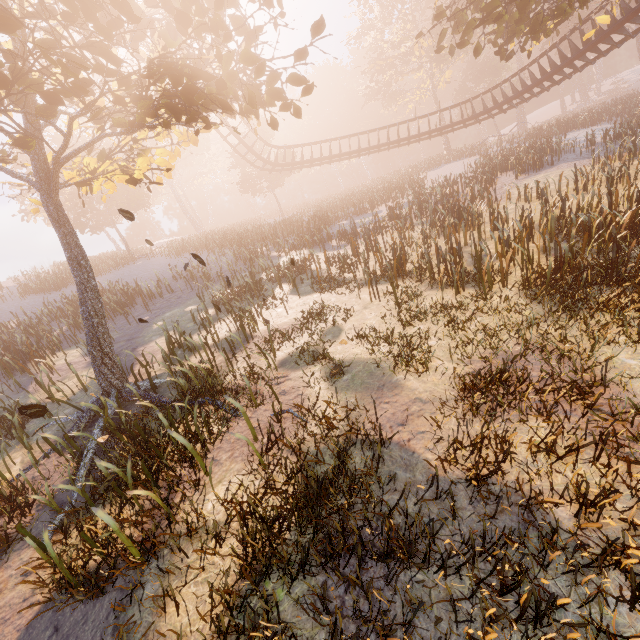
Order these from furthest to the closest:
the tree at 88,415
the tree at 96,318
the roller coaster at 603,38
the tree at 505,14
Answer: the roller coaster at 603,38 → the tree at 505,14 → the tree at 88,415 → the tree at 96,318

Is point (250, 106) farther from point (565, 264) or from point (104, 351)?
point (565, 264)

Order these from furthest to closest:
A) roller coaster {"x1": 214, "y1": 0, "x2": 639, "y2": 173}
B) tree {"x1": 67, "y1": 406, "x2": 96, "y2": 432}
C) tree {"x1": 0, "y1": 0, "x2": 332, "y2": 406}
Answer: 1. roller coaster {"x1": 214, "y1": 0, "x2": 639, "y2": 173}
2. tree {"x1": 67, "y1": 406, "x2": 96, "y2": 432}
3. tree {"x1": 0, "y1": 0, "x2": 332, "y2": 406}

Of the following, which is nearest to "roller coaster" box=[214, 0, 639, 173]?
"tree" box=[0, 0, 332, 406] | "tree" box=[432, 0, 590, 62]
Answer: "tree" box=[432, 0, 590, 62]

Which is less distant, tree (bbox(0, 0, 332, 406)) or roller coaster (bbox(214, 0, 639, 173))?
tree (bbox(0, 0, 332, 406))

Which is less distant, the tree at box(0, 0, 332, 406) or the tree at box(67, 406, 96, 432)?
the tree at box(0, 0, 332, 406)

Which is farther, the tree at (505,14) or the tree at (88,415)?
the tree at (505,14)

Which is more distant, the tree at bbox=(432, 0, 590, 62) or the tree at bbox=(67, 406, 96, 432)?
the tree at bbox=(432, 0, 590, 62)
